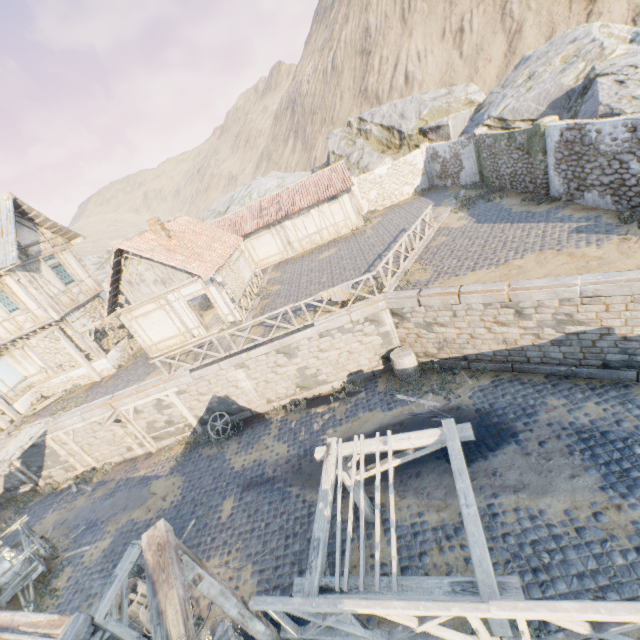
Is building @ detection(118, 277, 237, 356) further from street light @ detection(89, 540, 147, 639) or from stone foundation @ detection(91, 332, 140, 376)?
street light @ detection(89, 540, 147, 639)

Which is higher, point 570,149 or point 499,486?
point 570,149

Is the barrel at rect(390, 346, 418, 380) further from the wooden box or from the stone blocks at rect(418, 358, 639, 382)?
the wooden box

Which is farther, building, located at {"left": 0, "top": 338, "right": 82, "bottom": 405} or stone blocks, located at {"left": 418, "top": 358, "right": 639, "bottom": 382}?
building, located at {"left": 0, "top": 338, "right": 82, "bottom": 405}

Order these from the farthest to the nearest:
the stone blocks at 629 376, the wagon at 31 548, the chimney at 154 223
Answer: the chimney at 154 223, the wagon at 31 548, the stone blocks at 629 376

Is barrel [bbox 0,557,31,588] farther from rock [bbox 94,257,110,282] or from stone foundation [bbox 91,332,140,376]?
rock [bbox 94,257,110,282]

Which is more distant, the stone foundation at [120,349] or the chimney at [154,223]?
the stone foundation at [120,349]

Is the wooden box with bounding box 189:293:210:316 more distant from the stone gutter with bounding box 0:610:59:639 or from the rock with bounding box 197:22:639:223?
the stone gutter with bounding box 0:610:59:639
